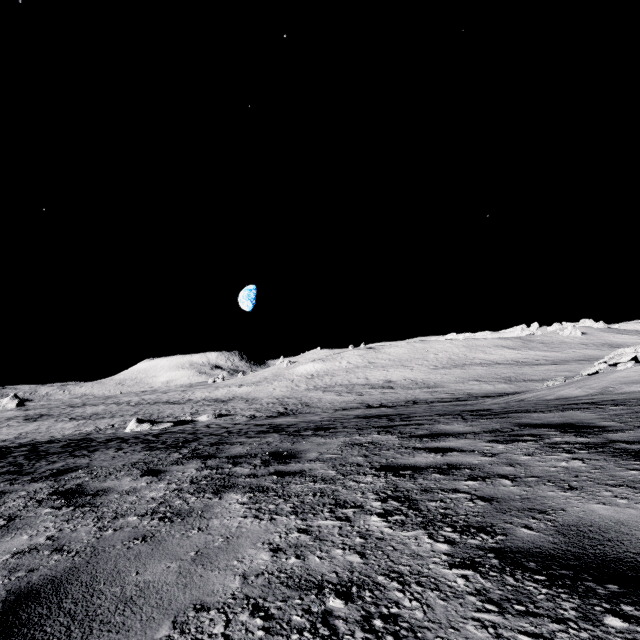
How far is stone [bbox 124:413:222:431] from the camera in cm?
2747

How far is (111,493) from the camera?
3.7 meters

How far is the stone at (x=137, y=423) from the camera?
27.47m
